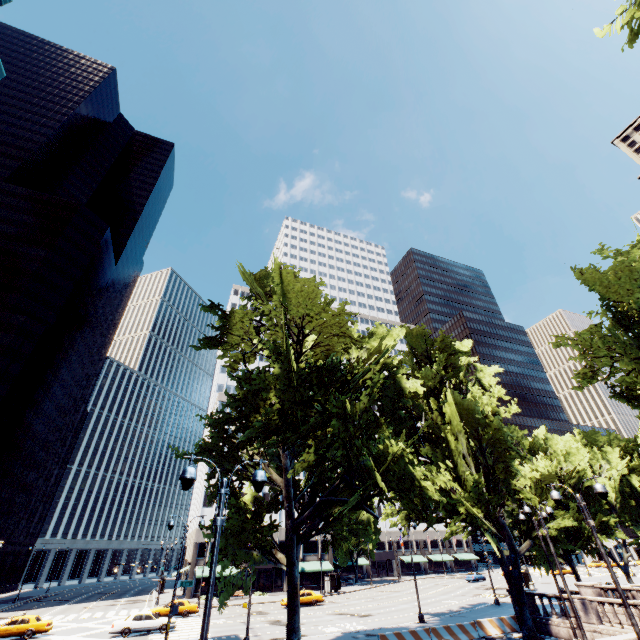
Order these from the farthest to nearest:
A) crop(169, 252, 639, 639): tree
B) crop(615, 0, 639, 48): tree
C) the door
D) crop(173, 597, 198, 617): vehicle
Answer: the door, crop(173, 597, 198, 617): vehicle, crop(169, 252, 639, 639): tree, crop(615, 0, 639, 48): tree

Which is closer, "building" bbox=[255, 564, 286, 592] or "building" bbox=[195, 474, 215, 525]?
"building" bbox=[255, 564, 286, 592]

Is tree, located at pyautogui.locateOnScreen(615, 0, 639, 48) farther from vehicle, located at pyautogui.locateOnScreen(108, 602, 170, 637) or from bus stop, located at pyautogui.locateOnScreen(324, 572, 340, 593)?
vehicle, located at pyautogui.locateOnScreen(108, 602, 170, 637)

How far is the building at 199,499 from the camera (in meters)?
54.44

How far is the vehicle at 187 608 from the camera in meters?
34.5

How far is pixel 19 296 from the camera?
58.19m

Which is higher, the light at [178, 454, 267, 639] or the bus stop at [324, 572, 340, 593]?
the light at [178, 454, 267, 639]

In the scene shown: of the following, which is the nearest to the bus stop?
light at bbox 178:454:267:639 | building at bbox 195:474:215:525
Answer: building at bbox 195:474:215:525
